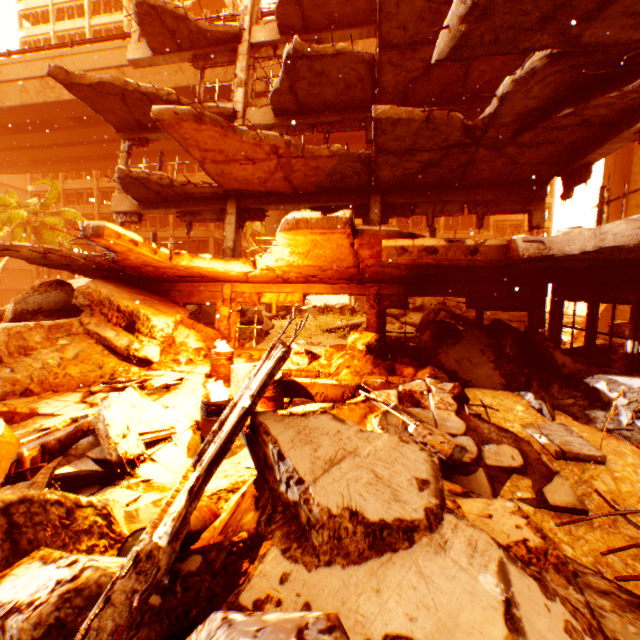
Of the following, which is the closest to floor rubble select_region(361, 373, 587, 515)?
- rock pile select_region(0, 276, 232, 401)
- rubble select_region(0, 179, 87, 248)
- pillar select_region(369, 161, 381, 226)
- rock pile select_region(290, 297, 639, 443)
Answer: rock pile select_region(290, 297, 639, 443)

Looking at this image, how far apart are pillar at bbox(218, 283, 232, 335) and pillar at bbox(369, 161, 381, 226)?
4.56m

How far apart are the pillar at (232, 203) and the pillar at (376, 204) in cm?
456

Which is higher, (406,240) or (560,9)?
(560,9)

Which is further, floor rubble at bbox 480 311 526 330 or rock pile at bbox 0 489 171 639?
floor rubble at bbox 480 311 526 330

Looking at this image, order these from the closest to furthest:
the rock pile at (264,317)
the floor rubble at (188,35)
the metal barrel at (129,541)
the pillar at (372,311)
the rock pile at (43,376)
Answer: the metal barrel at (129,541) → the rock pile at (43,376) → the pillar at (372,311) → the floor rubble at (188,35) → the rock pile at (264,317)

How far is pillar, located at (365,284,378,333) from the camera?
10.0m

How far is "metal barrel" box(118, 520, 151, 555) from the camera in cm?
267
